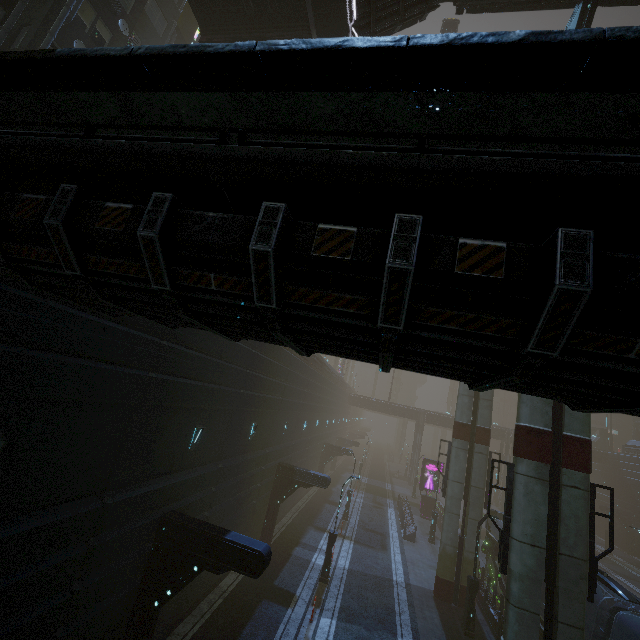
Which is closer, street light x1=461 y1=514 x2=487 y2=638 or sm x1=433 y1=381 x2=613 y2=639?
sm x1=433 y1=381 x2=613 y2=639

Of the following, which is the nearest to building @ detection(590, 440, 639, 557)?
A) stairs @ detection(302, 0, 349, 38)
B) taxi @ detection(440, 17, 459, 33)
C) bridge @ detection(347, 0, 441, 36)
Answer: taxi @ detection(440, 17, 459, 33)

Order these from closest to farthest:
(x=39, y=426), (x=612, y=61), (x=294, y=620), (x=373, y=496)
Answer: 1. (x=612, y=61)
2. (x=39, y=426)
3. (x=294, y=620)
4. (x=373, y=496)

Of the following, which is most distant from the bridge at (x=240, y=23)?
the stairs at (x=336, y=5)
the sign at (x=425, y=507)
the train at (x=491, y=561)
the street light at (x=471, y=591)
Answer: the sign at (x=425, y=507)

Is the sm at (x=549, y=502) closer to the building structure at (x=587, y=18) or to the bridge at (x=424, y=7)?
the building structure at (x=587, y=18)

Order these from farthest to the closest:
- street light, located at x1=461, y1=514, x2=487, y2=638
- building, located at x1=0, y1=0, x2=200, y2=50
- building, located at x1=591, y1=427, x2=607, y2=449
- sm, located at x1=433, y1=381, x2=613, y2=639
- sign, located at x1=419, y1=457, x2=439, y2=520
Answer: building, located at x1=591, y1=427, x2=607, y2=449, sign, located at x1=419, y1=457, x2=439, y2=520, street light, located at x1=461, y1=514, x2=487, y2=638, building, located at x1=0, y1=0, x2=200, y2=50, sm, located at x1=433, y1=381, x2=613, y2=639

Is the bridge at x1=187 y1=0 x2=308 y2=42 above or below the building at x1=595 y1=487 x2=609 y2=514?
above

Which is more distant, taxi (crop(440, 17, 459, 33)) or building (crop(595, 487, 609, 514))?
building (crop(595, 487, 609, 514))
